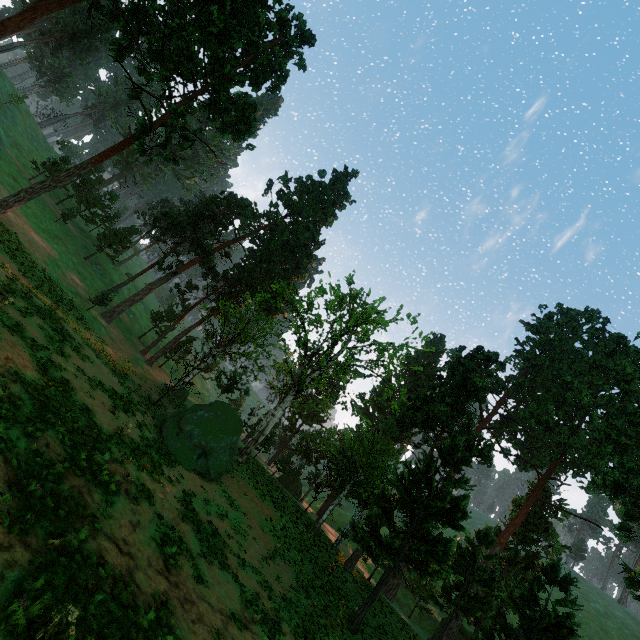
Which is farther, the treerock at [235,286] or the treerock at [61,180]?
the treerock at [61,180]

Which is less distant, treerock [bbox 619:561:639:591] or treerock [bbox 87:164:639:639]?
treerock [bbox 619:561:639:591]

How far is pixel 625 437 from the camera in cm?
3759

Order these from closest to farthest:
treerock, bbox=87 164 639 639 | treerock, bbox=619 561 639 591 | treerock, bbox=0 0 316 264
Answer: treerock, bbox=619 561 639 591
treerock, bbox=87 164 639 639
treerock, bbox=0 0 316 264
